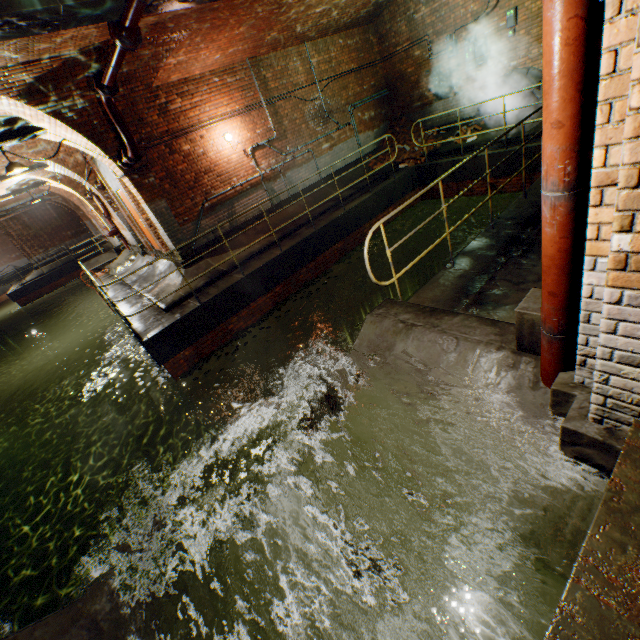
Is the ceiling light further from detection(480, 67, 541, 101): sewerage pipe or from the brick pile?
detection(480, 67, 541, 101): sewerage pipe

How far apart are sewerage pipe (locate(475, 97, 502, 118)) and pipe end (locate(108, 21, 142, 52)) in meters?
10.1

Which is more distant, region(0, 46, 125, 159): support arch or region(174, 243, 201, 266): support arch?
region(174, 243, 201, 266): support arch

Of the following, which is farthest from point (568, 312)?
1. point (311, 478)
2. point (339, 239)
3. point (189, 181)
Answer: point (189, 181)

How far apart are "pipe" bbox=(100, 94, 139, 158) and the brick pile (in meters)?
8.61

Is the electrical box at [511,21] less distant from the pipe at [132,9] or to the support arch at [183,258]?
the support arch at [183,258]

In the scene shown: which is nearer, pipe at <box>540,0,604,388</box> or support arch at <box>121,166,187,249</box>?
pipe at <box>540,0,604,388</box>

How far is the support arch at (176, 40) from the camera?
6.21m
